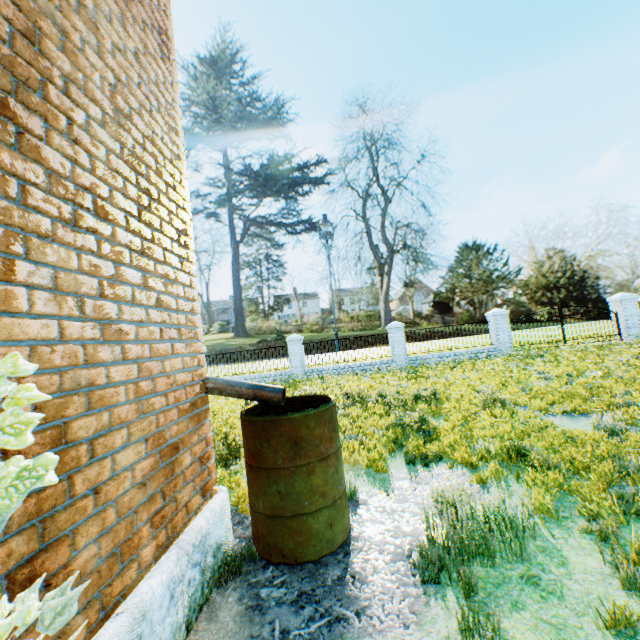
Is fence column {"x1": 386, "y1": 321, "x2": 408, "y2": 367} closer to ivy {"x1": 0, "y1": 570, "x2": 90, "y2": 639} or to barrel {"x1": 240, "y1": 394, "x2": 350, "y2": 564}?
barrel {"x1": 240, "y1": 394, "x2": 350, "y2": 564}

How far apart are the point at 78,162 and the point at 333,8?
71.5 meters

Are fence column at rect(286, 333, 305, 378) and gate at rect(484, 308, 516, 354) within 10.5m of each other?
yes

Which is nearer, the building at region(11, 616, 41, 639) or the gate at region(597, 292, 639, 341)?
the building at region(11, 616, 41, 639)

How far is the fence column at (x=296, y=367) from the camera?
16.9m

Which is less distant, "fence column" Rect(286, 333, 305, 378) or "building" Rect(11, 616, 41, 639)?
"building" Rect(11, 616, 41, 639)

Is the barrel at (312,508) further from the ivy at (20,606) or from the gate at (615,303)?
the gate at (615,303)

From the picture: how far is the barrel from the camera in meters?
2.8 m
